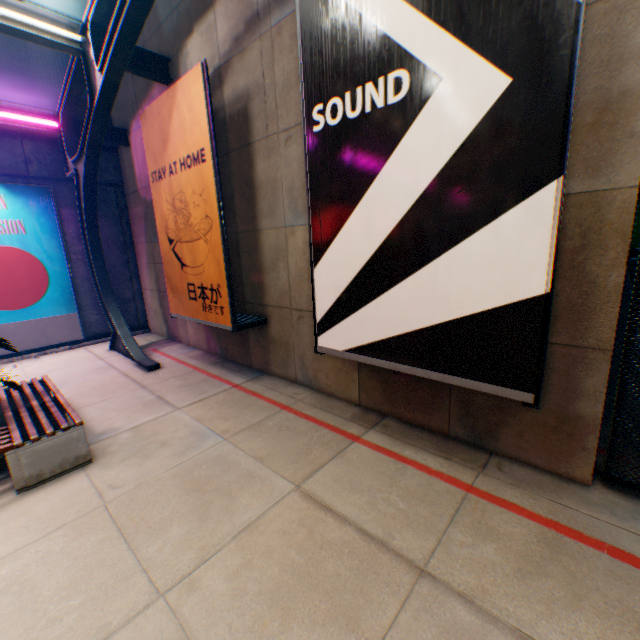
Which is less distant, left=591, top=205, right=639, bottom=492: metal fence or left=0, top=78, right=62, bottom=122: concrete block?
left=591, top=205, right=639, bottom=492: metal fence

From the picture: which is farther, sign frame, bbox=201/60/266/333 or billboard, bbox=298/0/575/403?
sign frame, bbox=201/60/266/333

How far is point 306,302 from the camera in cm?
575

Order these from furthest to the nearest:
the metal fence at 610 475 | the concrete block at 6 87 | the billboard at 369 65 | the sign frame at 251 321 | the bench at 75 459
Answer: the concrete block at 6 87, the sign frame at 251 321, the bench at 75 459, the metal fence at 610 475, the billboard at 369 65

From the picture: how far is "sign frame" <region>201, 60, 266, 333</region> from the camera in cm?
513

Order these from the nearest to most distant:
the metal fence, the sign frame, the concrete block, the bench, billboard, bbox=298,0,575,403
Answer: billboard, bbox=298,0,575,403 → the metal fence → the bench → the sign frame → the concrete block

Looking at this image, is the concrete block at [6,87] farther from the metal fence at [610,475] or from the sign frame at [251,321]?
the sign frame at [251,321]

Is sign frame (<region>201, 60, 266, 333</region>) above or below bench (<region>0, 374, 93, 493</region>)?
above
